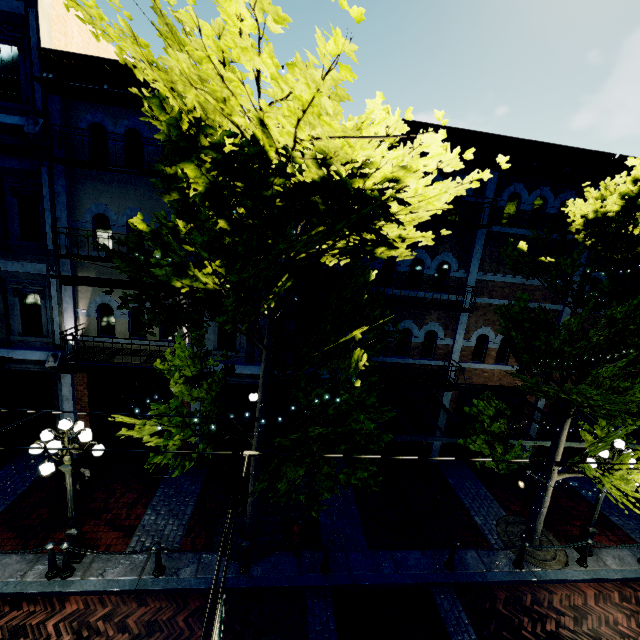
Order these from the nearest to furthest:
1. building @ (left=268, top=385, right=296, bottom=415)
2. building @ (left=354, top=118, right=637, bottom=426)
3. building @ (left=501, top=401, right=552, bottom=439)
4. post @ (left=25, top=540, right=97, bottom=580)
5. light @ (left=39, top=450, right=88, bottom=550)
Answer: light @ (left=39, top=450, right=88, bottom=550) → post @ (left=25, top=540, right=97, bottom=580) → building @ (left=354, top=118, right=637, bottom=426) → building @ (left=268, top=385, right=296, bottom=415) → building @ (left=501, top=401, right=552, bottom=439)

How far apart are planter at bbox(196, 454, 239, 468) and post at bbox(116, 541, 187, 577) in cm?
346

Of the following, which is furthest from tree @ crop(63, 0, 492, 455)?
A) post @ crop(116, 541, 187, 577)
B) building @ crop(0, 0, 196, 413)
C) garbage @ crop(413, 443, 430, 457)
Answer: garbage @ crop(413, 443, 430, 457)

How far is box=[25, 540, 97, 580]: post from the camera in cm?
714

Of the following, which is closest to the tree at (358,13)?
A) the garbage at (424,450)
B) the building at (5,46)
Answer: the building at (5,46)

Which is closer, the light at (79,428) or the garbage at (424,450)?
the light at (79,428)

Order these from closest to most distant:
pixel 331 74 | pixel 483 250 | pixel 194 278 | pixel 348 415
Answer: pixel 331 74
pixel 194 278
pixel 348 415
pixel 483 250

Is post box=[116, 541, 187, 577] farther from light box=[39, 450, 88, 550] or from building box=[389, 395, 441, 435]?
building box=[389, 395, 441, 435]
